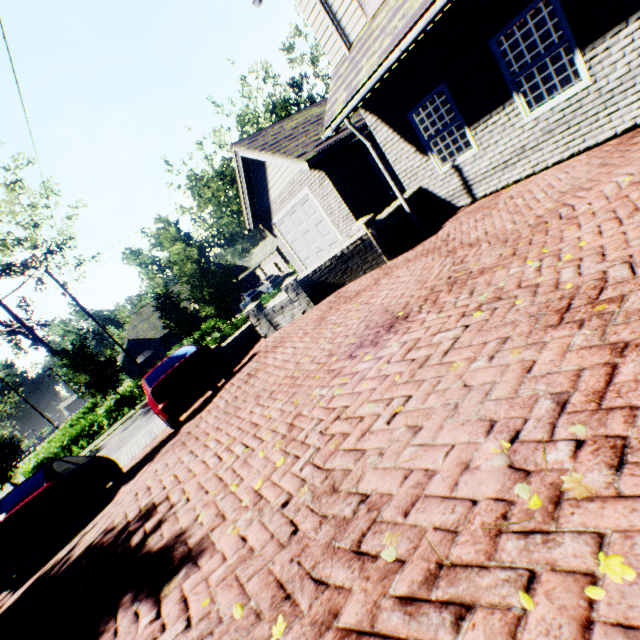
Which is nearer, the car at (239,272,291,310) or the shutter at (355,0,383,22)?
the shutter at (355,0,383,22)

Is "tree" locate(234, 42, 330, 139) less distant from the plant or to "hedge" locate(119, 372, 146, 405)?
"hedge" locate(119, 372, 146, 405)

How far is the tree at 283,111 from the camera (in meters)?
30.22

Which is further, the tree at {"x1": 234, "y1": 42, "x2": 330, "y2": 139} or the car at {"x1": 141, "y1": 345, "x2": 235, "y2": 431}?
the tree at {"x1": 234, "y1": 42, "x2": 330, "y2": 139}

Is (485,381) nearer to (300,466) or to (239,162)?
(300,466)

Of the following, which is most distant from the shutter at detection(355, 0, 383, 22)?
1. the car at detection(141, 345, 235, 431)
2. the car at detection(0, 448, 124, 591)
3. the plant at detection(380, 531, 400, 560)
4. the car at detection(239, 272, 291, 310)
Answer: the car at detection(239, 272, 291, 310)

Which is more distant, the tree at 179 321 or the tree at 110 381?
the tree at 110 381

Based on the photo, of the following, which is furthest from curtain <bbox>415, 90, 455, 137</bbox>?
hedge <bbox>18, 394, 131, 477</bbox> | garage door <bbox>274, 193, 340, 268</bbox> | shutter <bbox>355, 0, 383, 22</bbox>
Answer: hedge <bbox>18, 394, 131, 477</bbox>
